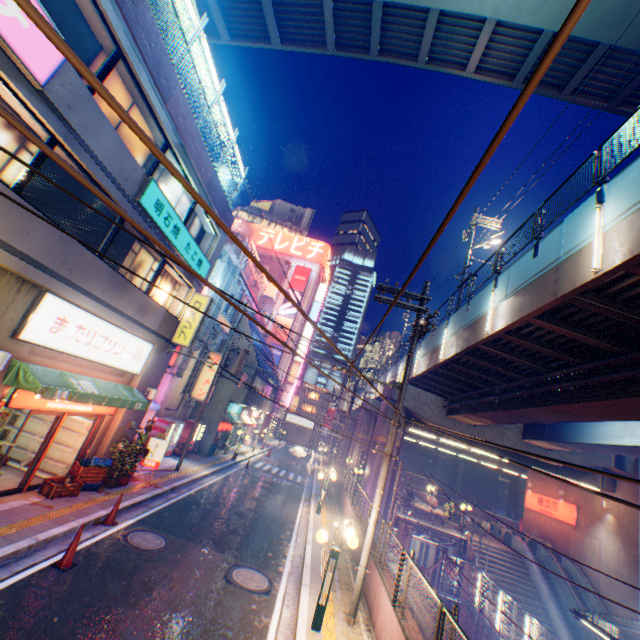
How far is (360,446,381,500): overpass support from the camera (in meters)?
22.48

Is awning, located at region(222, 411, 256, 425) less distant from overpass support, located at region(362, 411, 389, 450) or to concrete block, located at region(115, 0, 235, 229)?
overpass support, located at region(362, 411, 389, 450)

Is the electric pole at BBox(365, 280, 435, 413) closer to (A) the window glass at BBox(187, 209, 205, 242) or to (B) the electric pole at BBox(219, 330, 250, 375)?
(B) the electric pole at BBox(219, 330, 250, 375)

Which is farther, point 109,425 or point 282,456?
point 282,456

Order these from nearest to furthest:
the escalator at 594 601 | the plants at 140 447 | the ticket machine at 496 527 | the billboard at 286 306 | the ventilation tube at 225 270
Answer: the plants at 140 447, the ventilation tube at 225 270, the escalator at 594 601, the ticket machine at 496 527, the billboard at 286 306

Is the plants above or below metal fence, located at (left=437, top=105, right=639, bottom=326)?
below

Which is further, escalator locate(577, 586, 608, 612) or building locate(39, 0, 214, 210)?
escalator locate(577, 586, 608, 612)

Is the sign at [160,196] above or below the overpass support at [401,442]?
above
